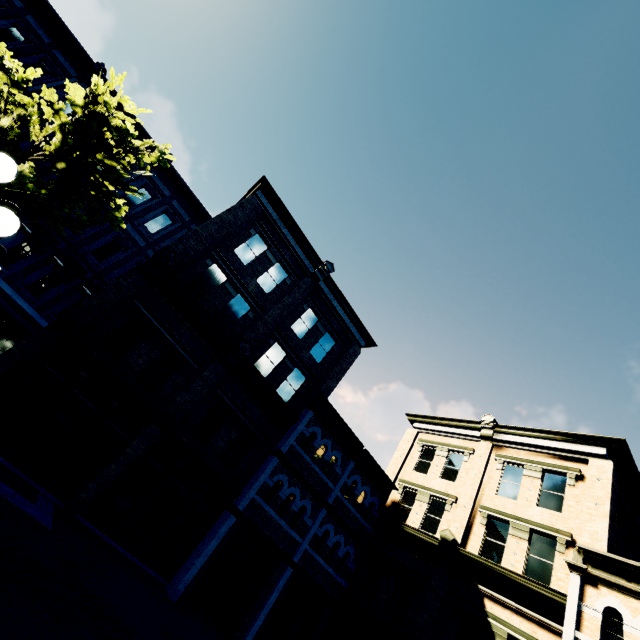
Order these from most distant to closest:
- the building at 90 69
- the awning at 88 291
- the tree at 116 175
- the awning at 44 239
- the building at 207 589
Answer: the building at 90 69
the awning at 88 291
the awning at 44 239
the building at 207 589
the tree at 116 175

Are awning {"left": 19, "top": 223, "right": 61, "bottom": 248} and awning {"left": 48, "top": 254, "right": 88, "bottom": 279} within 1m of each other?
yes

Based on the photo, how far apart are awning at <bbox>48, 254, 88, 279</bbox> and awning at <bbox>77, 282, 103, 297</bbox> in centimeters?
48cm

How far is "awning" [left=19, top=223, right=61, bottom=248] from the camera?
13.44m

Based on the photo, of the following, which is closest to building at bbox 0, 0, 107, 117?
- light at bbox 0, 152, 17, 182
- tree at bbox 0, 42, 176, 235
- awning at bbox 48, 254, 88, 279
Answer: awning at bbox 48, 254, 88, 279

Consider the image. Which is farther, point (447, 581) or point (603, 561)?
point (447, 581)

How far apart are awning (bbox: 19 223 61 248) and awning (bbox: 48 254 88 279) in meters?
0.5 m

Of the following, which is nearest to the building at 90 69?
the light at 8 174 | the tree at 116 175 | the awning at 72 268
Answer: the awning at 72 268
